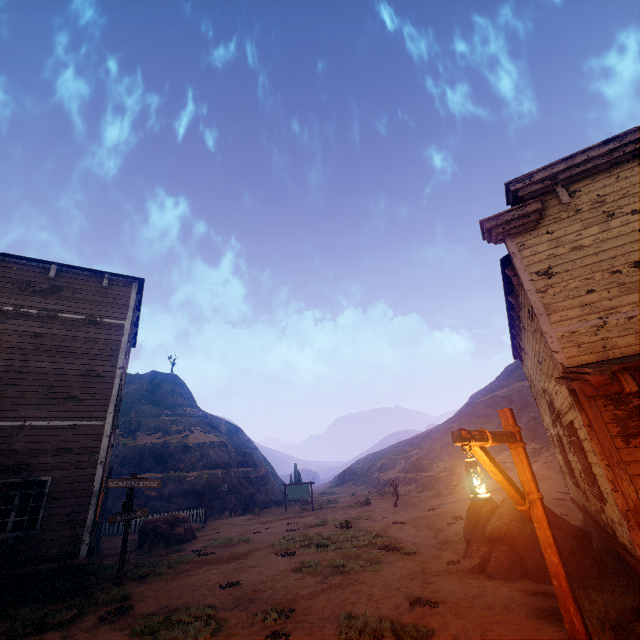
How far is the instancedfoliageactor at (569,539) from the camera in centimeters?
754cm

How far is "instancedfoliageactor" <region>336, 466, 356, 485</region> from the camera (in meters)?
56.81

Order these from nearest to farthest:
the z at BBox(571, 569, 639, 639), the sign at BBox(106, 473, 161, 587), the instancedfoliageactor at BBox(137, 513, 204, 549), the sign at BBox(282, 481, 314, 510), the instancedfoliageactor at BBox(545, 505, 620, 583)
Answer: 1. the z at BBox(571, 569, 639, 639)
2. the instancedfoliageactor at BBox(545, 505, 620, 583)
3. the sign at BBox(106, 473, 161, 587)
4. the instancedfoliageactor at BBox(137, 513, 204, 549)
5. the sign at BBox(282, 481, 314, 510)

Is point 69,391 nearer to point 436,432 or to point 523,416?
point 523,416

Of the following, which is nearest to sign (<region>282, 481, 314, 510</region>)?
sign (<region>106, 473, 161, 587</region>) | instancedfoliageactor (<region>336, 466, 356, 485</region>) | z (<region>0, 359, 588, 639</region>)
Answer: z (<region>0, 359, 588, 639</region>)

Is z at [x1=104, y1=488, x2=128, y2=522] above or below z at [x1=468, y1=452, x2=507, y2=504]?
above

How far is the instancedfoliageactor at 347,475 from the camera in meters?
56.8 m

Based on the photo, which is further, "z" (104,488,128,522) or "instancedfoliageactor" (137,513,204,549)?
"z" (104,488,128,522)
